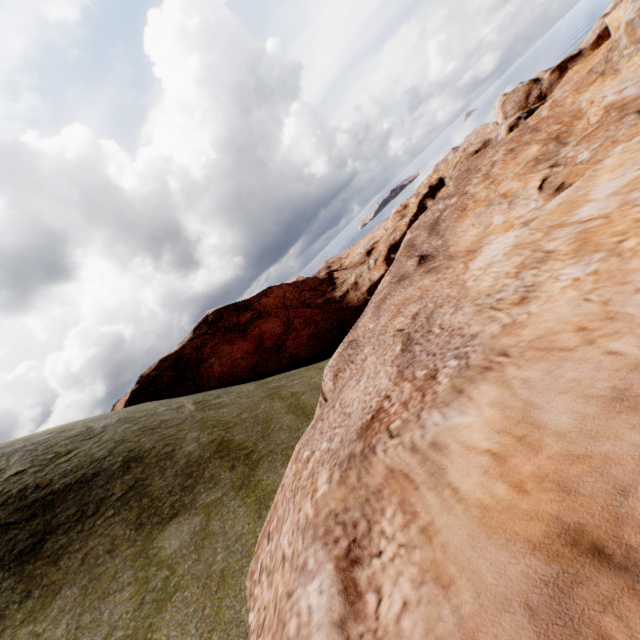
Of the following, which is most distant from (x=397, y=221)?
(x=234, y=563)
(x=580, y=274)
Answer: (x=234, y=563)
